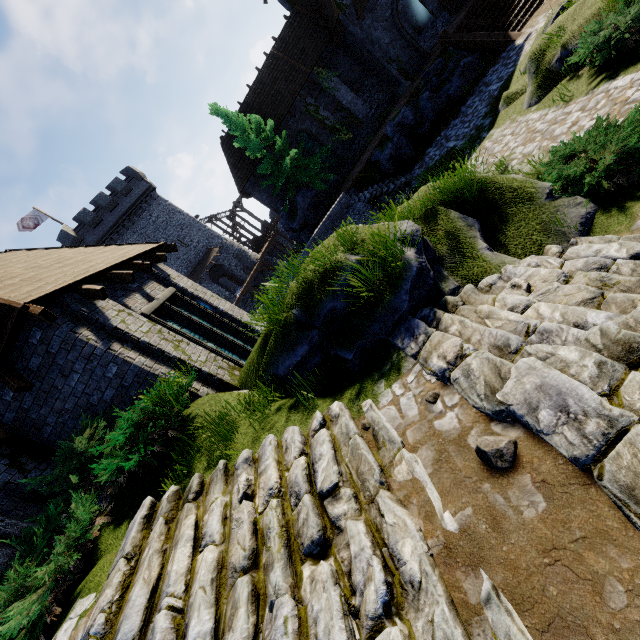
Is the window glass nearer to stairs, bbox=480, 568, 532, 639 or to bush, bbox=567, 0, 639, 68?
bush, bbox=567, 0, 639, 68

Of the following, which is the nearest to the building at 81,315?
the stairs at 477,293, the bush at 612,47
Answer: the stairs at 477,293

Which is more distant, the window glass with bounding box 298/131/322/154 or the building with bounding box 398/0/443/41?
the window glass with bounding box 298/131/322/154

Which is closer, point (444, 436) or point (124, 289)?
point (444, 436)

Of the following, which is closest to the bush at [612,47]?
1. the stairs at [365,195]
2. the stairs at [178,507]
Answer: the stairs at [365,195]

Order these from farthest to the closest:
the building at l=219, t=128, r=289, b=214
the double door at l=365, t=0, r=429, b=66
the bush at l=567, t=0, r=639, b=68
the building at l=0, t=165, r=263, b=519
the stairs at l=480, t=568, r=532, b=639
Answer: the building at l=219, t=128, r=289, b=214, the double door at l=365, t=0, r=429, b=66, the bush at l=567, t=0, r=639, b=68, the building at l=0, t=165, r=263, b=519, the stairs at l=480, t=568, r=532, b=639

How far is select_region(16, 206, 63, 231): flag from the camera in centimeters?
3052cm

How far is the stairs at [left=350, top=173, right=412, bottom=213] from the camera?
17.1 meters
